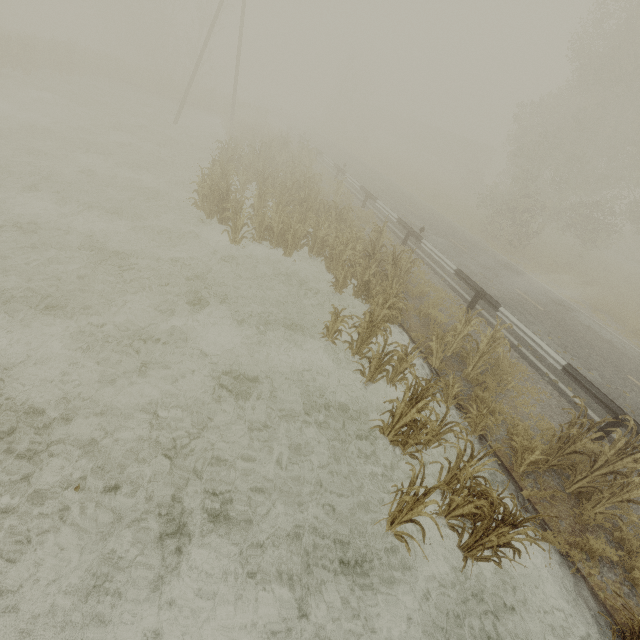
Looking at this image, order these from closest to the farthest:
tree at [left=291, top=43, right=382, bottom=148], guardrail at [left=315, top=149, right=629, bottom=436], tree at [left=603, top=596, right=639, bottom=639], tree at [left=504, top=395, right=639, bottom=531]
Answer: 1. tree at [left=603, top=596, right=639, bottom=639]
2. tree at [left=504, top=395, right=639, bottom=531]
3. guardrail at [left=315, top=149, right=629, bottom=436]
4. tree at [left=291, top=43, right=382, bottom=148]

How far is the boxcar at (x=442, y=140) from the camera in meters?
46.4 m

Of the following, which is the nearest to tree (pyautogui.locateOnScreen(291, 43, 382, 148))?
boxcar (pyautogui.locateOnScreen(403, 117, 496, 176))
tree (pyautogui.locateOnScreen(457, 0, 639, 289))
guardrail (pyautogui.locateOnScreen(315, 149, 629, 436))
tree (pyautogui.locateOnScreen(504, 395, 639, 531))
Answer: boxcar (pyautogui.locateOnScreen(403, 117, 496, 176))

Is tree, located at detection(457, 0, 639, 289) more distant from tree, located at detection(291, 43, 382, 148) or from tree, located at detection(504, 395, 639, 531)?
tree, located at detection(291, 43, 382, 148)

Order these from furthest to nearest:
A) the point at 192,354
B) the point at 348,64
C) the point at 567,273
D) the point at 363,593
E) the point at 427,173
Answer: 1. the point at 348,64
2. the point at 427,173
3. the point at 567,273
4. the point at 192,354
5. the point at 363,593

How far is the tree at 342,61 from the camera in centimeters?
4488cm

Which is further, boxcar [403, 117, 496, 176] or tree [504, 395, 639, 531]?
boxcar [403, 117, 496, 176]

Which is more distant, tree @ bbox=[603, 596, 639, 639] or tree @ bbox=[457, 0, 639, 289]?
tree @ bbox=[457, 0, 639, 289]
